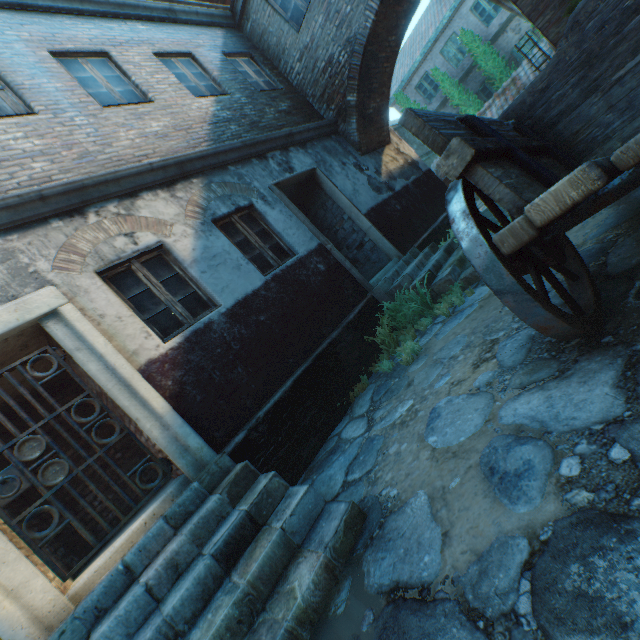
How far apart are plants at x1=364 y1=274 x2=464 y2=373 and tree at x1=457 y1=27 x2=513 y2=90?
16.9 meters

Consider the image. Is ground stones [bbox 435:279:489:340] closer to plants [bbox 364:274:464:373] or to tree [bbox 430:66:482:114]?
plants [bbox 364:274:464:373]

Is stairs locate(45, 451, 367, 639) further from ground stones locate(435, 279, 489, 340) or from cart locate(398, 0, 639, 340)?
cart locate(398, 0, 639, 340)

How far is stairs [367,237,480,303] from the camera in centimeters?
532cm

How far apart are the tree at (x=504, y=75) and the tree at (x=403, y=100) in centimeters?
244cm

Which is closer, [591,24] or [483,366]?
[591,24]

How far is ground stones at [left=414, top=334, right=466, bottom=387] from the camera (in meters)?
3.50

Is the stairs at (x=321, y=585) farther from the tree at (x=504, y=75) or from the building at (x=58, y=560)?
the tree at (x=504, y=75)
